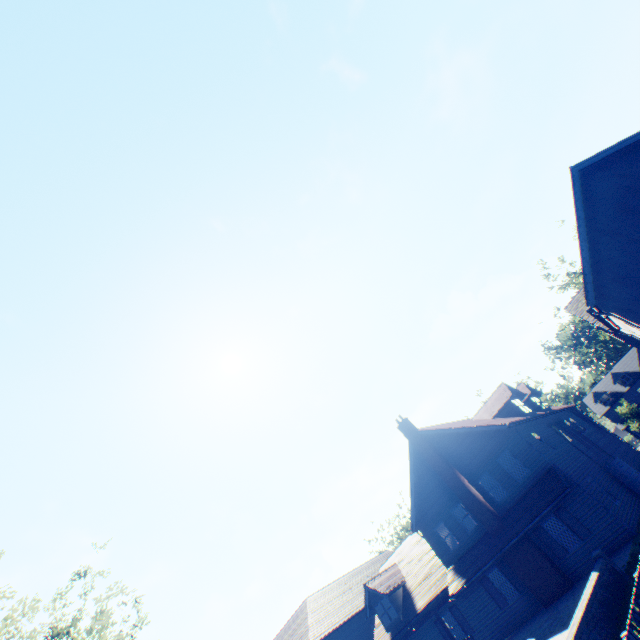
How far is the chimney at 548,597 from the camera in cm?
1677

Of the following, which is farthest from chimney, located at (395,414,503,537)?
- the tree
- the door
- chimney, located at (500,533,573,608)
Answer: the tree

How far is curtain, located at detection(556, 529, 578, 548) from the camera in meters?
17.2

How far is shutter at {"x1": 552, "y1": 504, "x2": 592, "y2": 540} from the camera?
16.6m

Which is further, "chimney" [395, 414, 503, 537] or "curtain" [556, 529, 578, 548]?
"chimney" [395, 414, 503, 537]

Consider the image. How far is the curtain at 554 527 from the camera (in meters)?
17.65

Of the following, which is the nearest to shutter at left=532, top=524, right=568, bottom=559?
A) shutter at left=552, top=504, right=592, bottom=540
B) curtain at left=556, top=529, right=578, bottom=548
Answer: curtain at left=556, top=529, right=578, bottom=548

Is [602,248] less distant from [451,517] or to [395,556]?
[451,517]
